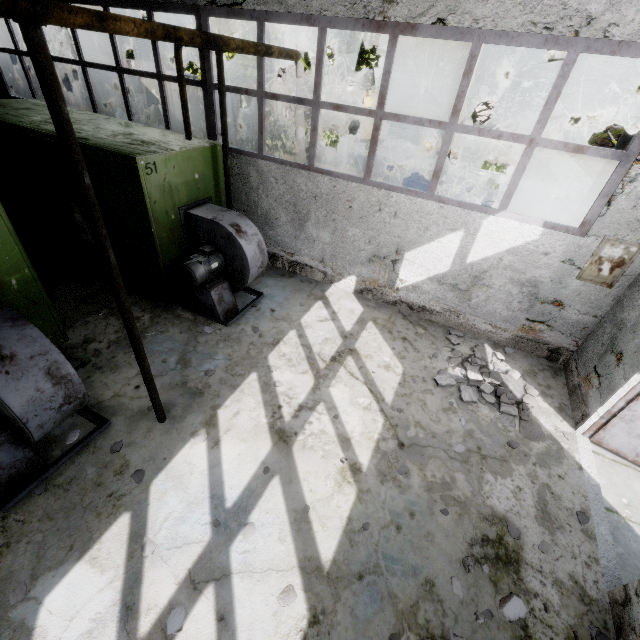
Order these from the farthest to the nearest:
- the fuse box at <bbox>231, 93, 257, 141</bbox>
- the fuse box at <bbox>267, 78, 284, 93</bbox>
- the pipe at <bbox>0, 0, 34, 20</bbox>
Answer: the fuse box at <bbox>267, 78, 284, 93</bbox> < the fuse box at <bbox>231, 93, 257, 141</bbox> < the pipe at <bbox>0, 0, 34, 20</bbox>

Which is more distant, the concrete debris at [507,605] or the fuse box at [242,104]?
the fuse box at [242,104]

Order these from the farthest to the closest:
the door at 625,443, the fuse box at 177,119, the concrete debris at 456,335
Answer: the fuse box at 177,119, the concrete debris at 456,335, the door at 625,443

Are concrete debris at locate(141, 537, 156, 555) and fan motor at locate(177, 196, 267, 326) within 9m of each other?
yes

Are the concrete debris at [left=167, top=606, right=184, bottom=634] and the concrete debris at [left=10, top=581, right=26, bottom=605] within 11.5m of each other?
yes

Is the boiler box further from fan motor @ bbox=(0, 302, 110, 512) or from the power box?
the power box

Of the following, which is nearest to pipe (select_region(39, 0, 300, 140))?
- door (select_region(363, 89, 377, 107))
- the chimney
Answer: door (select_region(363, 89, 377, 107))

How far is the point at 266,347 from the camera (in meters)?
6.29
